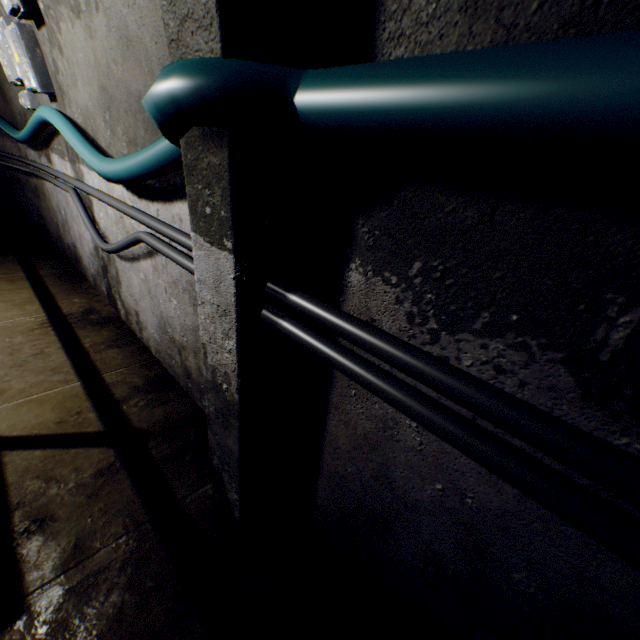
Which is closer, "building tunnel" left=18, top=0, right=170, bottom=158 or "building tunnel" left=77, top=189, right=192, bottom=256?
"building tunnel" left=18, top=0, right=170, bottom=158

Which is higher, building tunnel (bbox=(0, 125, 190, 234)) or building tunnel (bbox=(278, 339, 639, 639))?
building tunnel (bbox=(0, 125, 190, 234))

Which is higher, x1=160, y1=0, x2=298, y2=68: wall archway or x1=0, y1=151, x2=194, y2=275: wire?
x1=160, y1=0, x2=298, y2=68: wall archway

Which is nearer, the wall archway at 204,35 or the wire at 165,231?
the wall archway at 204,35

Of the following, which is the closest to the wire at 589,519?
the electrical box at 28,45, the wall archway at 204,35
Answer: the wall archway at 204,35

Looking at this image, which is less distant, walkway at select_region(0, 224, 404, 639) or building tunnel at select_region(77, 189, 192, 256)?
walkway at select_region(0, 224, 404, 639)

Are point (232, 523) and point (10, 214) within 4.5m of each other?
no
